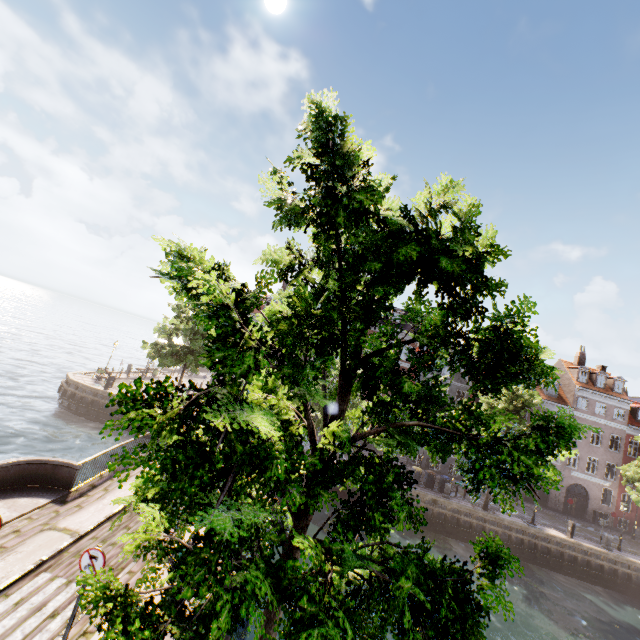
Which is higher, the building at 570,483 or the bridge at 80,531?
the building at 570,483

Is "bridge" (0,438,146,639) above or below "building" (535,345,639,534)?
below

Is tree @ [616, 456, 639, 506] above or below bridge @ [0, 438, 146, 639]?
above

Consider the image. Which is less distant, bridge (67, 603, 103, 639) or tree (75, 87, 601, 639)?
tree (75, 87, 601, 639)

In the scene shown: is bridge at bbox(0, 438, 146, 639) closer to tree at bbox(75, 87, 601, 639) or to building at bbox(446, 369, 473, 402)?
tree at bbox(75, 87, 601, 639)

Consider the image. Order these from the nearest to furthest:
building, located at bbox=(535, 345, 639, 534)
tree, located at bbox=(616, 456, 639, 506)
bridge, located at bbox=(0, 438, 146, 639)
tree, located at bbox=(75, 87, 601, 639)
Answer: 1. tree, located at bbox=(75, 87, 601, 639)
2. bridge, located at bbox=(0, 438, 146, 639)
3. tree, located at bbox=(616, 456, 639, 506)
4. building, located at bbox=(535, 345, 639, 534)

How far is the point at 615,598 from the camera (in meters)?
22.50

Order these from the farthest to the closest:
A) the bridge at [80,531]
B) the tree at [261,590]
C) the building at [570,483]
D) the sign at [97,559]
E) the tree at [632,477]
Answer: the building at [570,483]
the tree at [632,477]
the bridge at [80,531]
the sign at [97,559]
the tree at [261,590]
